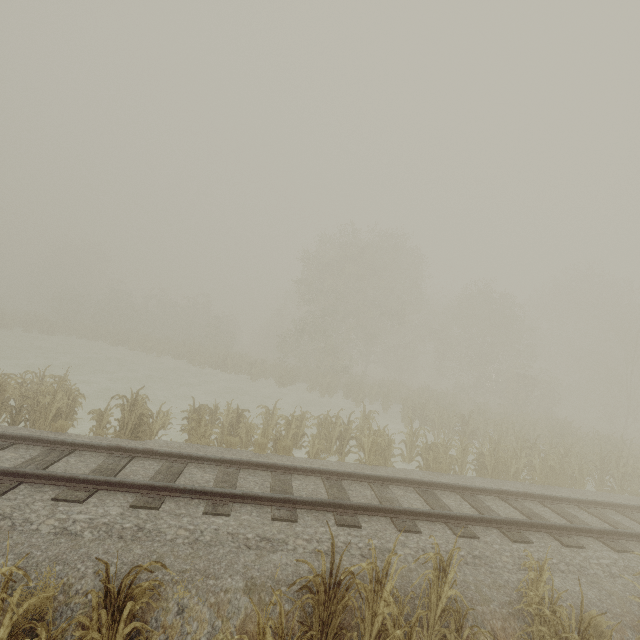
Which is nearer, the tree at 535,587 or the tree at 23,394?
the tree at 535,587

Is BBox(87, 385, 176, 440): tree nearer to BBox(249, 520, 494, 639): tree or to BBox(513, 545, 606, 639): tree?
BBox(249, 520, 494, 639): tree

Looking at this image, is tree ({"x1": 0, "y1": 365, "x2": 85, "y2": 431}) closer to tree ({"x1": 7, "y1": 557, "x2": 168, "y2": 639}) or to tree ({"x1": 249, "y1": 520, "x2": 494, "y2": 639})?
tree ({"x1": 7, "y1": 557, "x2": 168, "y2": 639})

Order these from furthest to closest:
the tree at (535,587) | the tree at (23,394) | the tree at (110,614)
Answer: the tree at (23,394), the tree at (535,587), the tree at (110,614)

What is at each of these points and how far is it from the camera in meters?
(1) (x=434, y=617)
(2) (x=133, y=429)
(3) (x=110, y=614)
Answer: (1) tree, 4.4 m
(2) tree, 9.4 m
(3) tree, 3.2 m

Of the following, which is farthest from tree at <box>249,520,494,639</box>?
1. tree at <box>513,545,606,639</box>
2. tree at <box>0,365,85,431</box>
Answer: tree at <box>0,365,85,431</box>

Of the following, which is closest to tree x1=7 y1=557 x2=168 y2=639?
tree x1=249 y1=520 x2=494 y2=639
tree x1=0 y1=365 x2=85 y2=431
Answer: tree x1=249 y1=520 x2=494 y2=639
